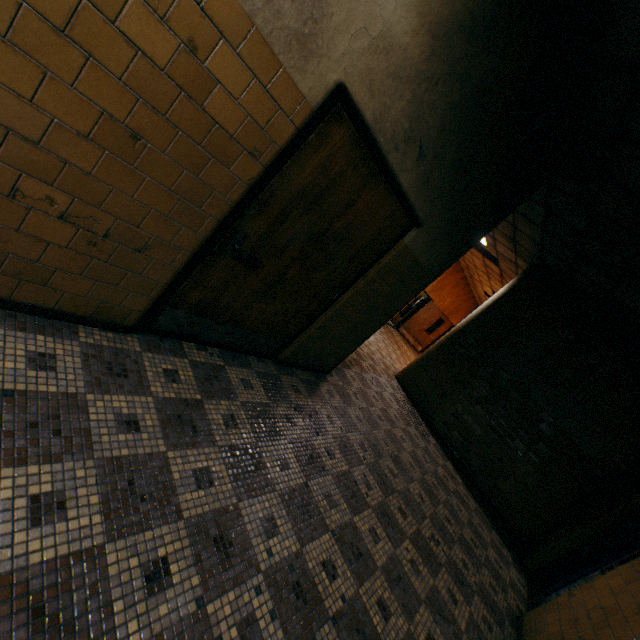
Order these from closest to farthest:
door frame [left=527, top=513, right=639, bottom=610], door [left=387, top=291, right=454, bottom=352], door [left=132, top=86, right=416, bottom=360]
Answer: door [left=132, top=86, right=416, bottom=360] < door frame [left=527, top=513, right=639, bottom=610] < door [left=387, top=291, right=454, bottom=352]

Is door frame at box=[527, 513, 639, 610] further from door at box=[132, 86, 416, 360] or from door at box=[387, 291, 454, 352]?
door at box=[387, 291, 454, 352]

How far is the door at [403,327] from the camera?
15.1m

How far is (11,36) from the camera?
1.1m

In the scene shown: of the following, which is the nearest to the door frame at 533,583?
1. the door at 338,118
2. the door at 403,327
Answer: the door at 338,118

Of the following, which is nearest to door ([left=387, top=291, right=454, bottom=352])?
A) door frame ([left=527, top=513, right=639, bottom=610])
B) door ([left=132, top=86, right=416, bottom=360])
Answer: door frame ([left=527, top=513, right=639, bottom=610])
